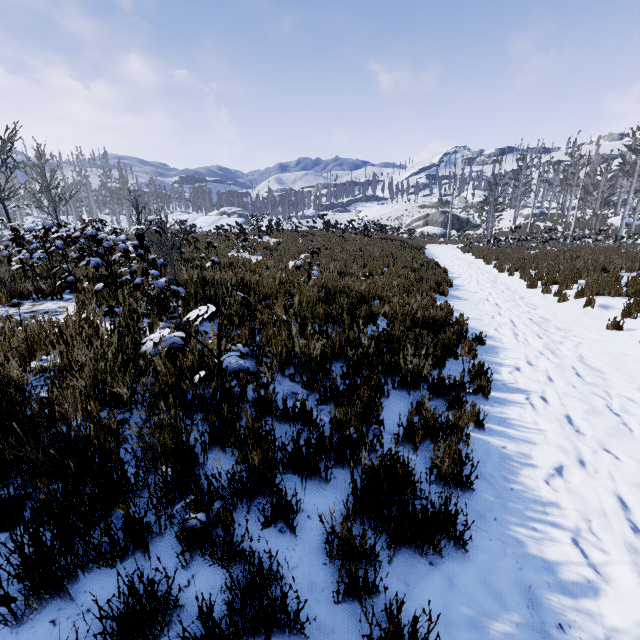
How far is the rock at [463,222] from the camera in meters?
47.1

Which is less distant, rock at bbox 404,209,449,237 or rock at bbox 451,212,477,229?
rock at bbox 404,209,449,237

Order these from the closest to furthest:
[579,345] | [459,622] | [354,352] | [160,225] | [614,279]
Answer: [459,622] → [354,352] → [579,345] → [160,225] → [614,279]

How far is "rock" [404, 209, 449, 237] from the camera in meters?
43.3 m
